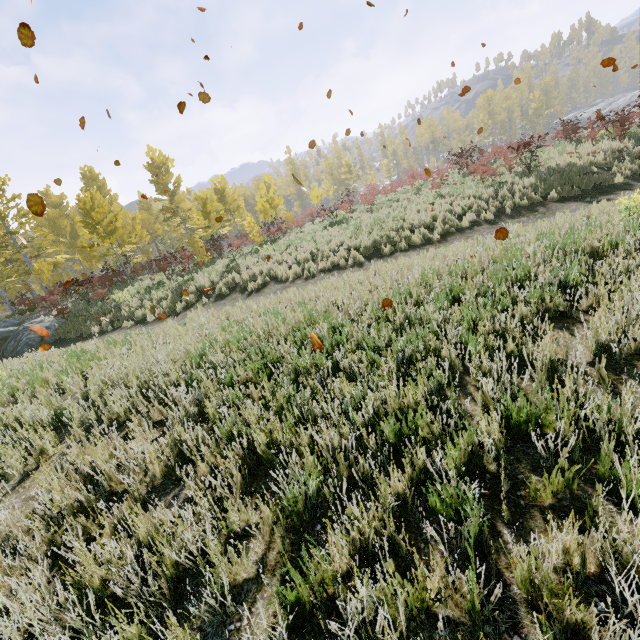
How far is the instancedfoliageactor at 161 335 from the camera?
6.89m

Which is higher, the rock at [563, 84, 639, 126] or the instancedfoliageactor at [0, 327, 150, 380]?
the rock at [563, 84, 639, 126]

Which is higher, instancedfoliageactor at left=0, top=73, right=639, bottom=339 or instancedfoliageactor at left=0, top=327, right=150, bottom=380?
instancedfoliageactor at left=0, top=73, right=639, bottom=339

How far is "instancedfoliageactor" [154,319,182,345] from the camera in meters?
6.9

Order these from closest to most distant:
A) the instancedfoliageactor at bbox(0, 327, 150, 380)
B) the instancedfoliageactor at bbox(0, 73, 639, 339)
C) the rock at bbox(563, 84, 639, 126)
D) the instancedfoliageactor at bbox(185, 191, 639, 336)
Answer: the instancedfoliageactor at bbox(185, 191, 639, 336) < the instancedfoliageactor at bbox(0, 327, 150, 380) < the instancedfoliageactor at bbox(0, 73, 639, 339) < the rock at bbox(563, 84, 639, 126)

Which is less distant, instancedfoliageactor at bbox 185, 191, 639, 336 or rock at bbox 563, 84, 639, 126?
instancedfoliageactor at bbox 185, 191, 639, 336

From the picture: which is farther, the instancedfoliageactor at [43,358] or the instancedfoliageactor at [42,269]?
the instancedfoliageactor at [42,269]

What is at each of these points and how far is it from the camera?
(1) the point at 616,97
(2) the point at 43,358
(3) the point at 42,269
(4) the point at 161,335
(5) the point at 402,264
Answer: (1) rock, 50.84m
(2) instancedfoliageactor, 8.92m
(3) instancedfoliageactor, 17.72m
(4) instancedfoliageactor, 7.82m
(5) instancedfoliageactor, 8.29m
